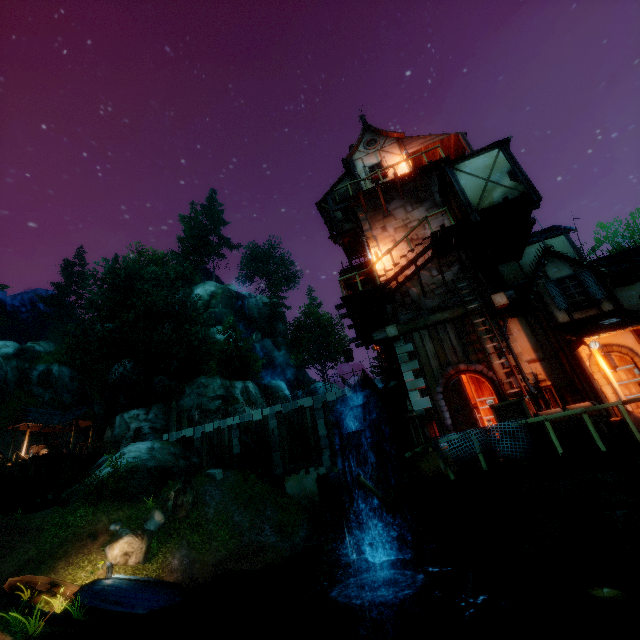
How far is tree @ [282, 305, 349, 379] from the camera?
51.69m

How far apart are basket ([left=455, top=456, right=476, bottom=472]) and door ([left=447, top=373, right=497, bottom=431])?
2.98m

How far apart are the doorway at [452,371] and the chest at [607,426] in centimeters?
255cm

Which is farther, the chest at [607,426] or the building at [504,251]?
the building at [504,251]

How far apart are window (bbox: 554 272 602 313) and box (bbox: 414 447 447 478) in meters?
5.6 m

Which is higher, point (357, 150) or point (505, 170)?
point (357, 150)

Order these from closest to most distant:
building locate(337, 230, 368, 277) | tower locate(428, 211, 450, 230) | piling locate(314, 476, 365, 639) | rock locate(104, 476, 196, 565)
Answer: piling locate(314, 476, 365, 639)
rock locate(104, 476, 196, 565)
tower locate(428, 211, 450, 230)
building locate(337, 230, 368, 277)

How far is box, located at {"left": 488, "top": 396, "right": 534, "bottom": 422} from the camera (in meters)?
7.80
